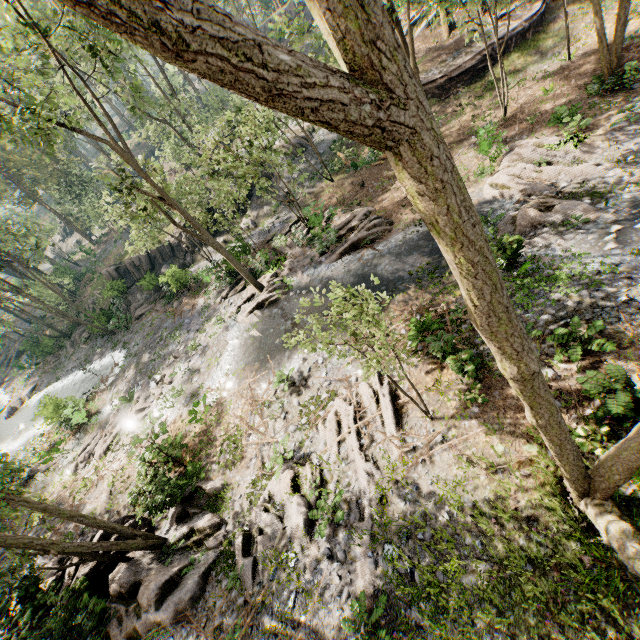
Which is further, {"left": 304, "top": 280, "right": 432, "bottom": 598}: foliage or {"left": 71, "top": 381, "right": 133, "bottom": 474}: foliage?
{"left": 71, "top": 381, "right": 133, "bottom": 474}: foliage

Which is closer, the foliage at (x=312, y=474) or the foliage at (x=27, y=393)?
the foliage at (x=312, y=474)

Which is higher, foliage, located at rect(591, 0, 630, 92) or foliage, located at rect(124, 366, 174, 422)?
foliage, located at rect(591, 0, 630, 92)

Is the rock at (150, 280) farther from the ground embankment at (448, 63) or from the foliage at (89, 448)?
the ground embankment at (448, 63)

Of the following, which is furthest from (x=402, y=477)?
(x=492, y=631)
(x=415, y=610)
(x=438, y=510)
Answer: (x=492, y=631)

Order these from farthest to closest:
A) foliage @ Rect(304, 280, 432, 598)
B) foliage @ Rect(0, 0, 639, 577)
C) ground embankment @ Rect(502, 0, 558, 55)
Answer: ground embankment @ Rect(502, 0, 558, 55), foliage @ Rect(304, 280, 432, 598), foliage @ Rect(0, 0, 639, 577)

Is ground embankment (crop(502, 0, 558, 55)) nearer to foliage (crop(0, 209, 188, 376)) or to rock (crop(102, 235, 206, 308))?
foliage (crop(0, 209, 188, 376))

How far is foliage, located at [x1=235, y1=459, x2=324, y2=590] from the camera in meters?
9.4 m
